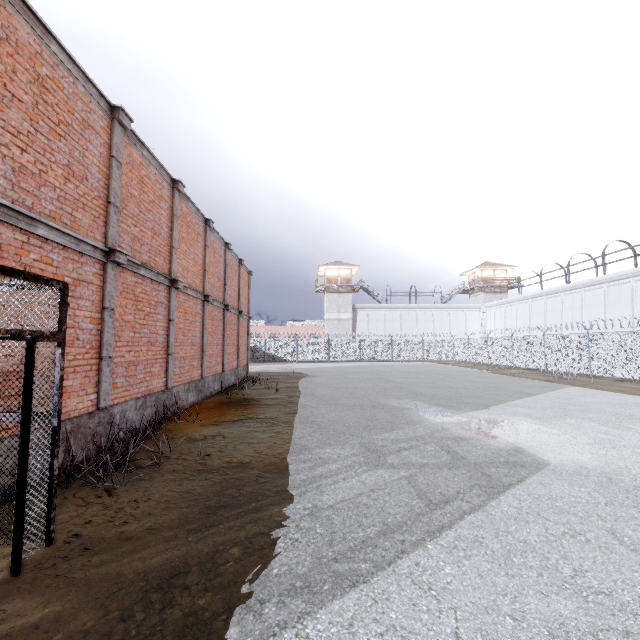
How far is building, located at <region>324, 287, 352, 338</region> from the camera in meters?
47.9 m

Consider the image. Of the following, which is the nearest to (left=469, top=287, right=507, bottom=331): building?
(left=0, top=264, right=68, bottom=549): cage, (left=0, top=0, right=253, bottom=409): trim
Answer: (left=0, top=0, right=253, bottom=409): trim

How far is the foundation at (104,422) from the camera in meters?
5.7

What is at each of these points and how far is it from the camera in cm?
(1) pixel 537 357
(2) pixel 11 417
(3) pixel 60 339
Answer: (1) fence, 2570
(2) cage, 354
(3) cage, 354

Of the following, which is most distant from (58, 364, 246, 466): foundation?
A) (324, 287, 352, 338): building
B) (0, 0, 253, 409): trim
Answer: (324, 287, 352, 338): building

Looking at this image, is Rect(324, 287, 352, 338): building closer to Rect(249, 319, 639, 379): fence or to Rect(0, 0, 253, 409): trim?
Rect(249, 319, 639, 379): fence

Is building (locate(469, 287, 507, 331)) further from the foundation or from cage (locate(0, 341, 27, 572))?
cage (locate(0, 341, 27, 572))

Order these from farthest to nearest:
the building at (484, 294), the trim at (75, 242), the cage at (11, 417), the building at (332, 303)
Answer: the building at (484, 294)
the building at (332, 303)
the trim at (75, 242)
the cage at (11, 417)
